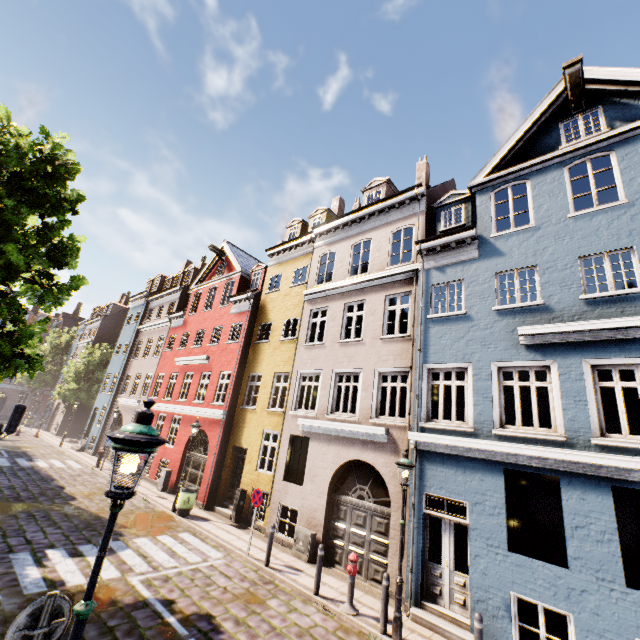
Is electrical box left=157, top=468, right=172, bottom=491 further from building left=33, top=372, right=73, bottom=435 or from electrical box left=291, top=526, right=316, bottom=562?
electrical box left=291, top=526, right=316, bottom=562

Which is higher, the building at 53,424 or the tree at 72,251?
the tree at 72,251

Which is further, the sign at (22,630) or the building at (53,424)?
the building at (53,424)

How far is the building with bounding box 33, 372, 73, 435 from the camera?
34.7m

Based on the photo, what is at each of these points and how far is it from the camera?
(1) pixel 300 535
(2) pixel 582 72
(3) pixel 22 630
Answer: (1) electrical box, 10.96m
(2) building, 9.54m
(3) sign, 3.17m

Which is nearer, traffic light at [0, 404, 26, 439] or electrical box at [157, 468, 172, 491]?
traffic light at [0, 404, 26, 439]

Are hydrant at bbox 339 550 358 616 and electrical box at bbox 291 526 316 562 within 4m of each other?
yes

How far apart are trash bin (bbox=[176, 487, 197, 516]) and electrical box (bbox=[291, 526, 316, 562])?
5.1 meters
